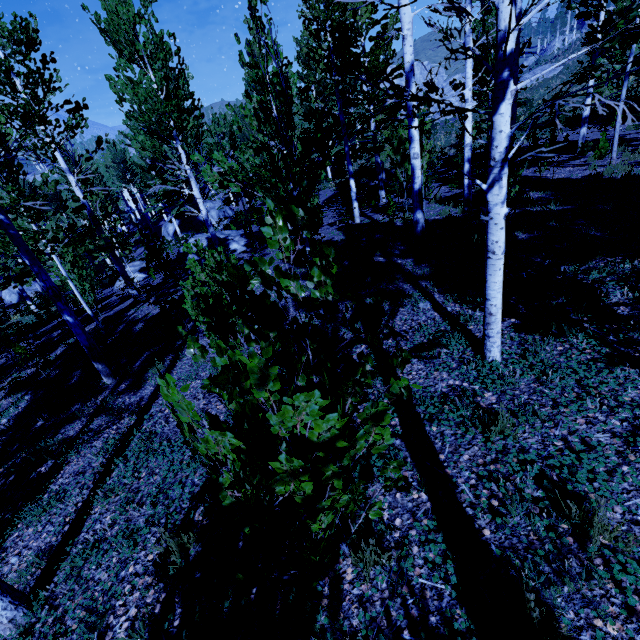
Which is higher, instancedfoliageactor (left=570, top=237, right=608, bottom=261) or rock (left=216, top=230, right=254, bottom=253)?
instancedfoliageactor (left=570, top=237, right=608, bottom=261)

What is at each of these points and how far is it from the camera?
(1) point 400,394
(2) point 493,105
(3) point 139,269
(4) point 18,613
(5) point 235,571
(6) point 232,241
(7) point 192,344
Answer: (1) instancedfoliageactor, 1.74m
(2) instancedfoliageactor, 2.72m
(3) rock, 19.41m
(4) instancedfoliageactor, 2.97m
(5) instancedfoliageactor, 1.86m
(6) rock, 16.94m
(7) instancedfoliageactor, 1.94m

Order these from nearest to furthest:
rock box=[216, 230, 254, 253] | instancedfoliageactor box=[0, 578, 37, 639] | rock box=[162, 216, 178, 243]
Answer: instancedfoliageactor box=[0, 578, 37, 639] < rock box=[216, 230, 254, 253] < rock box=[162, 216, 178, 243]

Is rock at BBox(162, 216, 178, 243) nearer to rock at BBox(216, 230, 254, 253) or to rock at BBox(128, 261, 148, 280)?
rock at BBox(128, 261, 148, 280)

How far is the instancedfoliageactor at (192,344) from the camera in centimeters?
193cm

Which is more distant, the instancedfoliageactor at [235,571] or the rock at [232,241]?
the rock at [232,241]

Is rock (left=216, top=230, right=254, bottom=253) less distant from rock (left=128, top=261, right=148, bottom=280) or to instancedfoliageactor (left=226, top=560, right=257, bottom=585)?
instancedfoliageactor (left=226, top=560, right=257, bottom=585)

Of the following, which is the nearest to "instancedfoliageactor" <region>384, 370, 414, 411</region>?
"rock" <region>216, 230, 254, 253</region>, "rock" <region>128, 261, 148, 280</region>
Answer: "rock" <region>216, 230, 254, 253</region>
